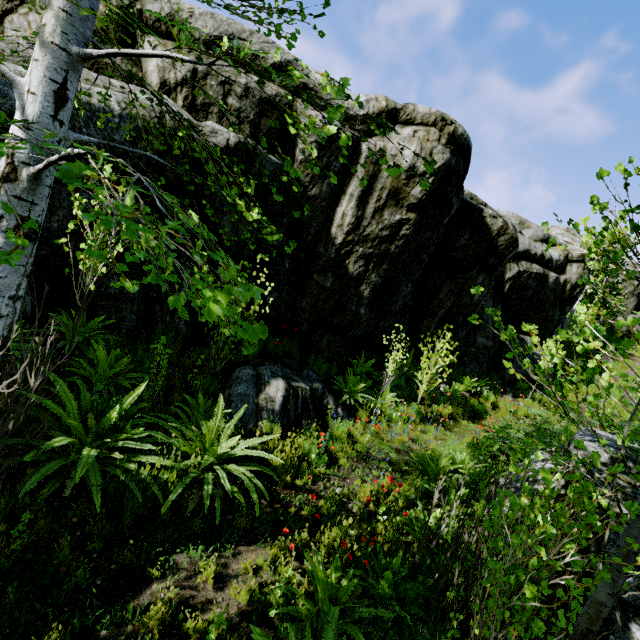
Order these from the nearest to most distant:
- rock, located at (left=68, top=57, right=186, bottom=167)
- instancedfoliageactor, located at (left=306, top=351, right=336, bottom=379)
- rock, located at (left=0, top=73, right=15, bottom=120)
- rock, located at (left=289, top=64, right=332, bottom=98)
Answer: rock, located at (left=0, top=73, right=15, bottom=120)
rock, located at (left=68, top=57, right=186, bottom=167)
rock, located at (left=289, top=64, right=332, bottom=98)
instancedfoliageactor, located at (left=306, top=351, right=336, bottom=379)

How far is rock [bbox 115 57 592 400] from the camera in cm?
668

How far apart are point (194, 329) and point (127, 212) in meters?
3.3

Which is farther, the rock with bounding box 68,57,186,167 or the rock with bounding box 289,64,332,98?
the rock with bounding box 289,64,332,98

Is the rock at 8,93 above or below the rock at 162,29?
below

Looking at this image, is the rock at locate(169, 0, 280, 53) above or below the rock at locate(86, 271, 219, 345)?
above
